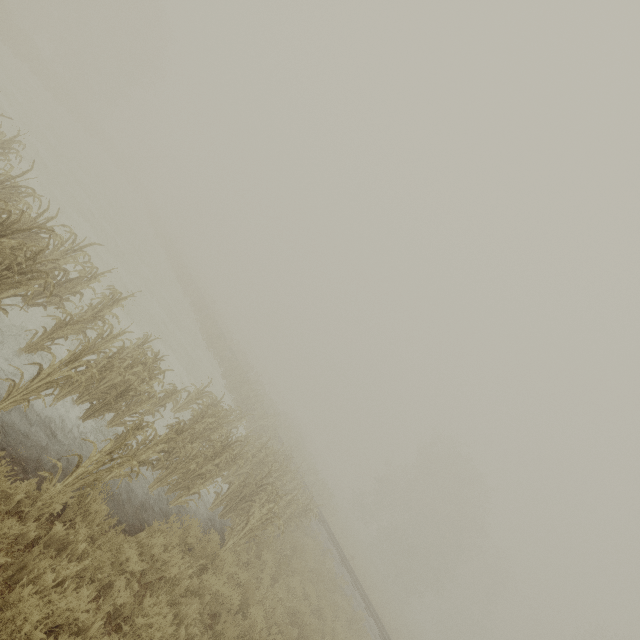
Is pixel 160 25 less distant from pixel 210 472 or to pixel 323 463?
pixel 210 472
